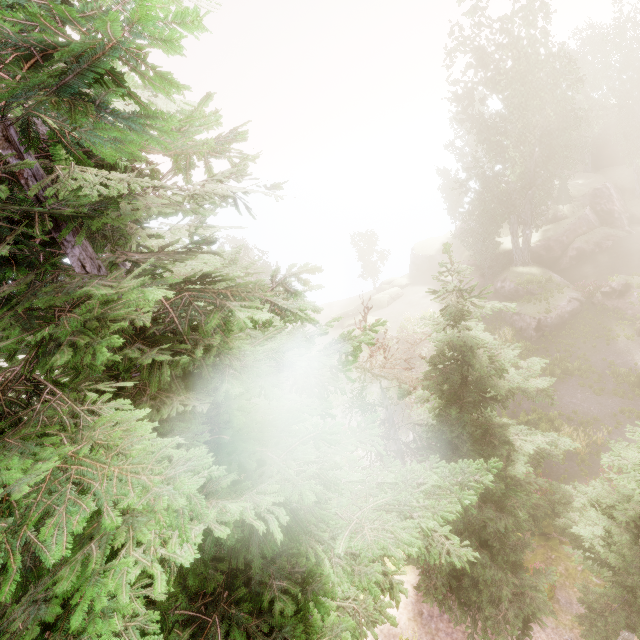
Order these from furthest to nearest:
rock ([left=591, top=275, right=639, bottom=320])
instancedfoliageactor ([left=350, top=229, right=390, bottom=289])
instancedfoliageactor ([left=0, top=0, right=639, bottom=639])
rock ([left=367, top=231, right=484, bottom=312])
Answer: instancedfoliageactor ([left=350, top=229, right=390, bottom=289]) → rock ([left=367, top=231, right=484, bottom=312]) → rock ([left=591, top=275, right=639, bottom=320]) → instancedfoliageactor ([left=0, top=0, right=639, bottom=639])

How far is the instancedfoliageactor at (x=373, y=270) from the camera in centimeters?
4419cm

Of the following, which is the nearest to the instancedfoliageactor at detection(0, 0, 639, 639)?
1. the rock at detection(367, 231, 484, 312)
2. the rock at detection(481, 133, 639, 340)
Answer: the rock at detection(481, 133, 639, 340)

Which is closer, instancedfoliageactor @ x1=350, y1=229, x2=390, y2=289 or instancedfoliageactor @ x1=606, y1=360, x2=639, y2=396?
instancedfoliageactor @ x1=606, y1=360, x2=639, y2=396

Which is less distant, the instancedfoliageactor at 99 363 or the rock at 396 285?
the instancedfoliageactor at 99 363

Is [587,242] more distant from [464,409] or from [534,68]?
[464,409]

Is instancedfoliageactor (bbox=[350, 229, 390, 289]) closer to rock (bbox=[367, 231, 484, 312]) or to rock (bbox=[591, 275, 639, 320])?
rock (bbox=[591, 275, 639, 320])

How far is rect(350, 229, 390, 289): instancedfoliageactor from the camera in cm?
4419
